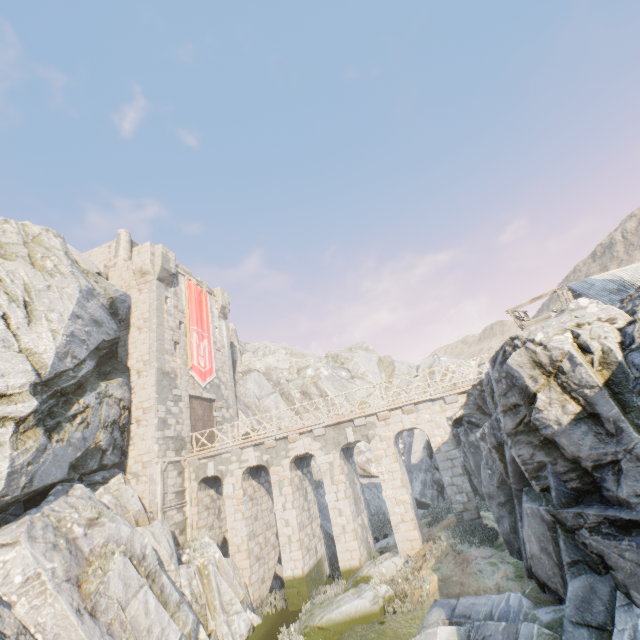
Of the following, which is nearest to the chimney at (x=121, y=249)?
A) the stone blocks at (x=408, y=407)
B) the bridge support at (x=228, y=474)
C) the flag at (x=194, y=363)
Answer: the flag at (x=194, y=363)

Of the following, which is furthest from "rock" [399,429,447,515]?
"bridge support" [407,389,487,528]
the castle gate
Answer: the castle gate

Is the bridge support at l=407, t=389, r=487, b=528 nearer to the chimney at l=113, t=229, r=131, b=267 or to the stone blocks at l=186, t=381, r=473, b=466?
the stone blocks at l=186, t=381, r=473, b=466

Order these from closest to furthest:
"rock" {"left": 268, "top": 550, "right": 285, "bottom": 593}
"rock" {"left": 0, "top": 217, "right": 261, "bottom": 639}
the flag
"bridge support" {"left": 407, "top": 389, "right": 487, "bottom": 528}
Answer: "rock" {"left": 0, "top": 217, "right": 261, "bottom": 639} < "bridge support" {"left": 407, "top": 389, "right": 487, "bottom": 528} < "rock" {"left": 268, "top": 550, "right": 285, "bottom": 593} < the flag

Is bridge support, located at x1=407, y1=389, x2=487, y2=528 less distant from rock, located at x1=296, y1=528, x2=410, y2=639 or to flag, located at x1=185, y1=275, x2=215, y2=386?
rock, located at x1=296, y1=528, x2=410, y2=639

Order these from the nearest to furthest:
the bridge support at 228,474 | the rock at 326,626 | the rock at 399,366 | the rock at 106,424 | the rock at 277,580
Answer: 1. the rock at 106,424
2. the rock at 326,626
3. the bridge support at 228,474
4. the rock at 277,580
5. the rock at 399,366

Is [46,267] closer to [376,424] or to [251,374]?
[376,424]

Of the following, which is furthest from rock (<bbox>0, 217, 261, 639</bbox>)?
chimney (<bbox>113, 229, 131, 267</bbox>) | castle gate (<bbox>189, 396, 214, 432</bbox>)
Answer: castle gate (<bbox>189, 396, 214, 432</bbox>)
